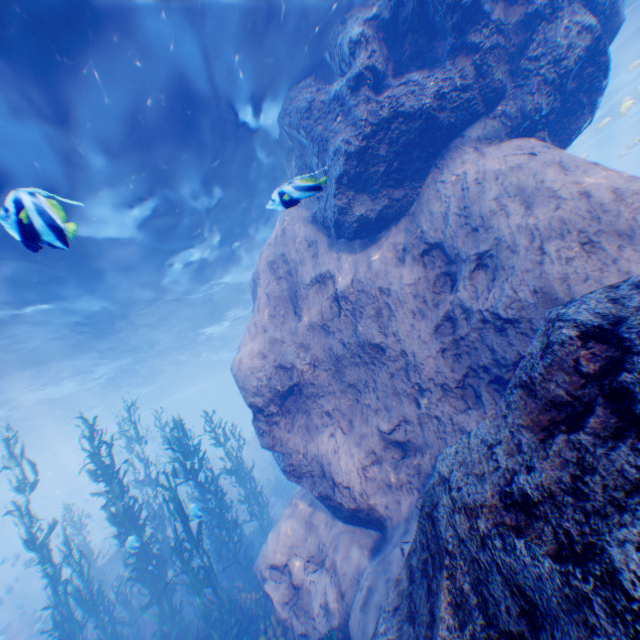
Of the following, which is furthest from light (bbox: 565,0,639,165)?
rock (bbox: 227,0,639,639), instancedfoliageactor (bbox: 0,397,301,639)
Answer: instancedfoliageactor (bbox: 0,397,301,639)

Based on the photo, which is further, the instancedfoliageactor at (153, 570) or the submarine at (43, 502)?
the submarine at (43, 502)

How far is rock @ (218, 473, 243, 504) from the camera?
21.7 meters

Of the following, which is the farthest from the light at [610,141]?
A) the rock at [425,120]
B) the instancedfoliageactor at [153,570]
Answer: the instancedfoliageactor at [153,570]

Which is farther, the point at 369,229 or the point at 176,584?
the point at 176,584

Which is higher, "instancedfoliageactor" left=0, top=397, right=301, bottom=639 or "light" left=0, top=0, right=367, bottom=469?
"light" left=0, top=0, right=367, bottom=469

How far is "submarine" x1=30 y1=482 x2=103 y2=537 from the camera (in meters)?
Result: 37.12

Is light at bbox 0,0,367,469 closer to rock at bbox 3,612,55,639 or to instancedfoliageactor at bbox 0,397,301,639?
rock at bbox 3,612,55,639
